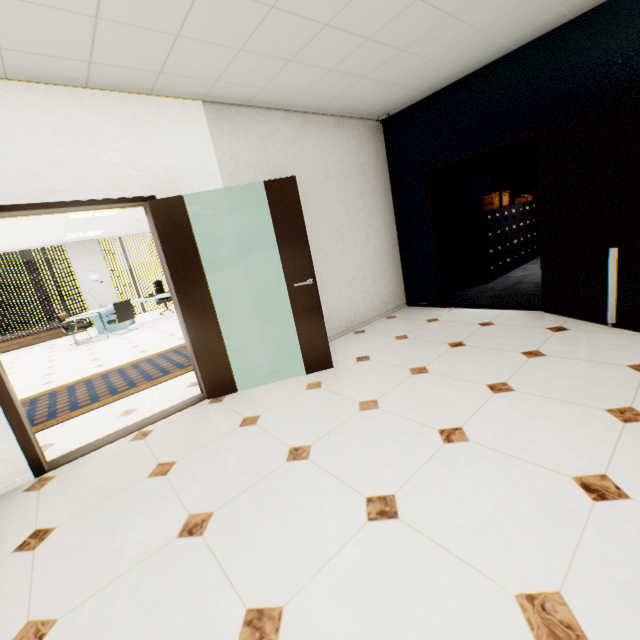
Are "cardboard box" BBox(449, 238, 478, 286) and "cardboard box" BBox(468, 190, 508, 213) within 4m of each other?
yes

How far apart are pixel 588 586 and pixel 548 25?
4.6 meters

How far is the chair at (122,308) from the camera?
8.6 meters

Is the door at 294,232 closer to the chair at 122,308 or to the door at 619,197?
the door at 619,197

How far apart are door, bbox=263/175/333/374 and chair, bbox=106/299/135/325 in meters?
7.3 m

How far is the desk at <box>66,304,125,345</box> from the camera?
8.33m

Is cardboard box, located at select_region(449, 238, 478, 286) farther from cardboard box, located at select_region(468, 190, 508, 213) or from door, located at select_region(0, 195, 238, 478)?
door, located at select_region(0, 195, 238, 478)

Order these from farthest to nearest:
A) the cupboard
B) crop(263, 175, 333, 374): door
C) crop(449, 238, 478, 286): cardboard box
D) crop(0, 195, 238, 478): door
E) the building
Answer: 1. the building
2. the cupboard
3. crop(449, 238, 478, 286): cardboard box
4. crop(263, 175, 333, 374): door
5. crop(0, 195, 238, 478): door
